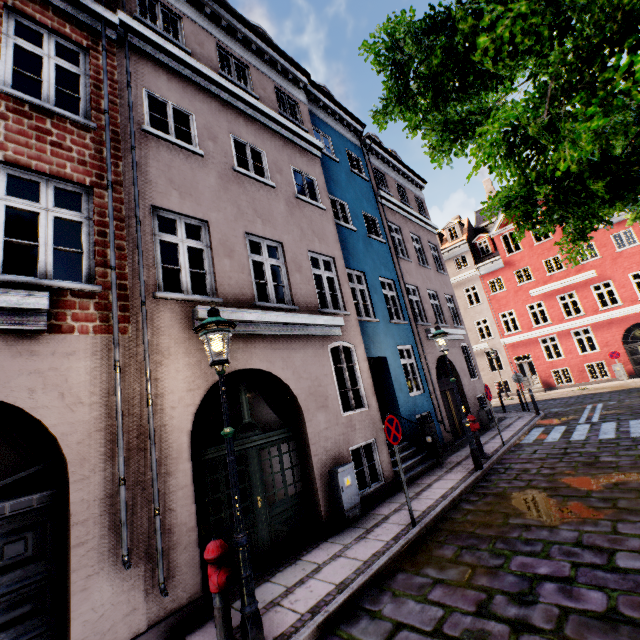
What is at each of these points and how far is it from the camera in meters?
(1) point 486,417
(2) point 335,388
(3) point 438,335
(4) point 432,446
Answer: (1) electrical box, 13.6 m
(2) building, 7.8 m
(3) street light, 9.0 m
(4) electrical box, 9.7 m

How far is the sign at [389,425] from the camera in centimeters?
604cm

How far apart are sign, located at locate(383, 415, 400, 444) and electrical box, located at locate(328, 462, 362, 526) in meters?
1.4

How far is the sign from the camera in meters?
6.0

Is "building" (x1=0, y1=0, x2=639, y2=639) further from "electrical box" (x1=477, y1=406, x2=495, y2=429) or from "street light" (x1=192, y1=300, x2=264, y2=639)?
"street light" (x1=192, y1=300, x2=264, y2=639)

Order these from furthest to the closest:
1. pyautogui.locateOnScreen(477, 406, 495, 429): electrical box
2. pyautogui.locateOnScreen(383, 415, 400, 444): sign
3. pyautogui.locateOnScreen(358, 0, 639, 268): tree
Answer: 1. pyautogui.locateOnScreen(477, 406, 495, 429): electrical box
2. pyautogui.locateOnScreen(383, 415, 400, 444): sign
3. pyautogui.locateOnScreen(358, 0, 639, 268): tree

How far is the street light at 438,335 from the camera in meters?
8.3

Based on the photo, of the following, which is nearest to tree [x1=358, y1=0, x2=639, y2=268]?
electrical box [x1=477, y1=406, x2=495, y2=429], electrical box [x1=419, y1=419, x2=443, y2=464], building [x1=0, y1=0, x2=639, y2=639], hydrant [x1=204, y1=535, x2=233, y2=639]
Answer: building [x1=0, y1=0, x2=639, y2=639]
